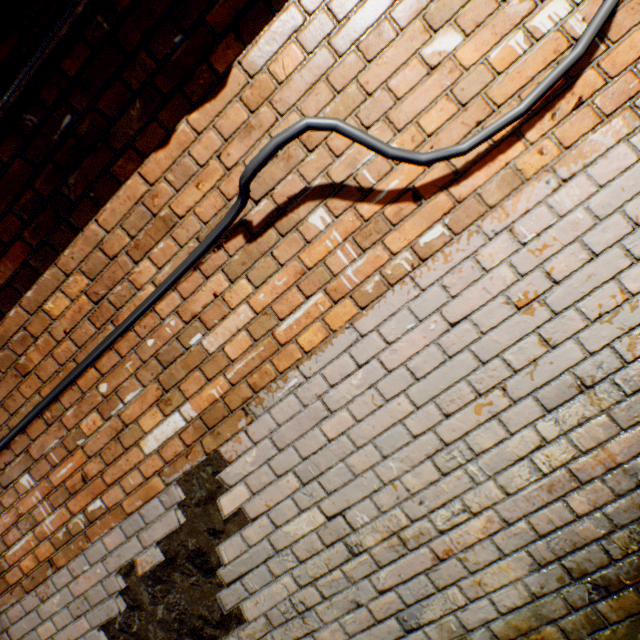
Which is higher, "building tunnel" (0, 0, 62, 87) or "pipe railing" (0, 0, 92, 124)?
"building tunnel" (0, 0, 62, 87)

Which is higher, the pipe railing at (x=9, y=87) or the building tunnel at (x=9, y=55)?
the building tunnel at (x=9, y=55)

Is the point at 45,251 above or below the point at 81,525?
→ above

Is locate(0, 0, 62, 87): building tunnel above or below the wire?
above

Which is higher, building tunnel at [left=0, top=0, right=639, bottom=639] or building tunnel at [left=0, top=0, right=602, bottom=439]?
building tunnel at [left=0, top=0, right=602, bottom=439]

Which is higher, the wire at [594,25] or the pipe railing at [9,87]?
the pipe railing at [9,87]
